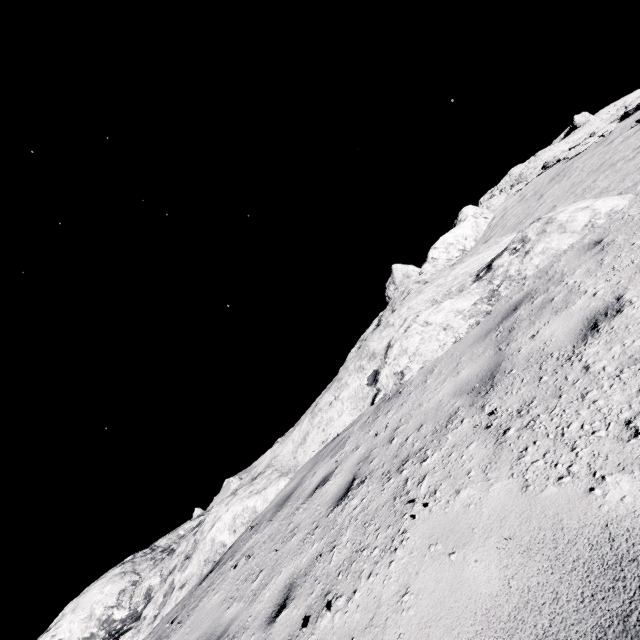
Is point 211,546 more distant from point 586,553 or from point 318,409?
point 586,553
